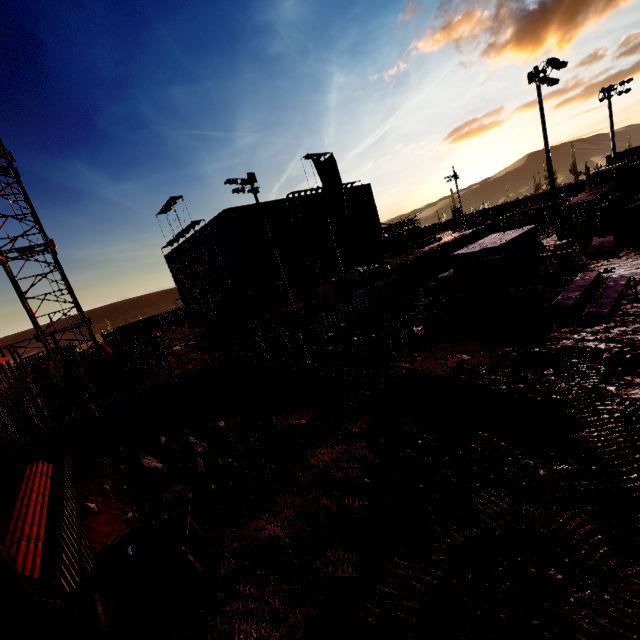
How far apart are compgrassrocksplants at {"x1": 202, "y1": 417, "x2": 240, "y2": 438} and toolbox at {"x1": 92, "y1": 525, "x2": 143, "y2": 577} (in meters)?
11.60

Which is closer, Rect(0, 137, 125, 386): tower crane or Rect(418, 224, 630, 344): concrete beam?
Rect(418, 224, 630, 344): concrete beam

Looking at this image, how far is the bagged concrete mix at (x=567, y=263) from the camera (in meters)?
15.34

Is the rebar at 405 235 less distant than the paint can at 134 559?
No

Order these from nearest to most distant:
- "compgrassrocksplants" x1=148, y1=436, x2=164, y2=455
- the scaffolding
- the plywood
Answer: the plywood, the scaffolding, "compgrassrocksplants" x1=148, y1=436, x2=164, y2=455

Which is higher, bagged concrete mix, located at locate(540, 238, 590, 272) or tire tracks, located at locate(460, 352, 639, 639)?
bagged concrete mix, located at locate(540, 238, 590, 272)

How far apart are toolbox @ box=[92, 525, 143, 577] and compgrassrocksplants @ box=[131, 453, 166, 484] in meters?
10.1

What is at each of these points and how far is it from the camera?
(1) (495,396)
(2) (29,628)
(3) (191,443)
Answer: (1) plywood, 8.0 meters
(2) floodlight pole, 5.2 meters
(3) compgrassrocksplants, 16.0 meters
